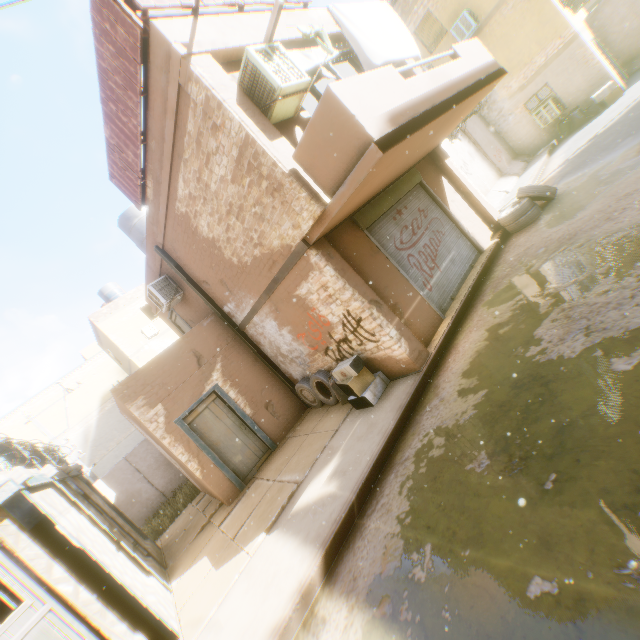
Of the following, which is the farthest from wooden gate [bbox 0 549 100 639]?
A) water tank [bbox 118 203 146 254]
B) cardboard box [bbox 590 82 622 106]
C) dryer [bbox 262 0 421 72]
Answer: cardboard box [bbox 590 82 622 106]

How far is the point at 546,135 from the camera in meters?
15.4

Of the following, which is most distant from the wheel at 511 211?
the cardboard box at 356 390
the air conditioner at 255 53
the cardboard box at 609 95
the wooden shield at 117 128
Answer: the cardboard box at 609 95

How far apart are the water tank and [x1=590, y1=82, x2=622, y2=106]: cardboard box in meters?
17.9

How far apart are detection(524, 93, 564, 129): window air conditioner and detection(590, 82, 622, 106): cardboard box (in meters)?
1.06

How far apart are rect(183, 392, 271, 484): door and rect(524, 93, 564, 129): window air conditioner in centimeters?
1704cm

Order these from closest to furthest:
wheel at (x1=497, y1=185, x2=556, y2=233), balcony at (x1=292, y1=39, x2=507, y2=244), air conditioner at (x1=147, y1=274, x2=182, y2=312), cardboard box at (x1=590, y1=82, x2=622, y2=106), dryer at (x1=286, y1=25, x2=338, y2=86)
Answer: balcony at (x1=292, y1=39, x2=507, y2=244) < dryer at (x1=286, y1=25, x2=338, y2=86) < wheel at (x1=497, y1=185, x2=556, y2=233) < air conditioner at (x1=147, y1=274, x2=182, y2=312) < cardboard box at (x1=590, y1=82, x2=622, y2=106)

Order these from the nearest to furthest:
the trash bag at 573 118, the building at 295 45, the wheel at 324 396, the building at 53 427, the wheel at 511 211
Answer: the building at 295 45 < the wheel at 324 396 < the wheel at 511 211 < the trash bag at 573 118 < the building at 53 427
